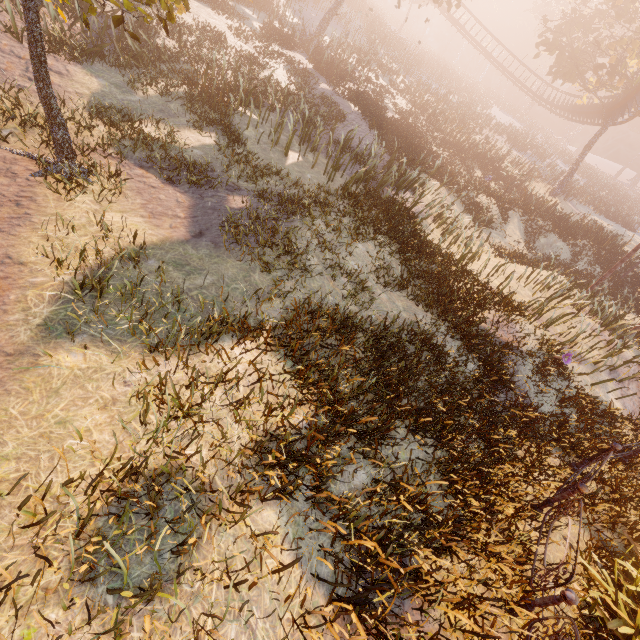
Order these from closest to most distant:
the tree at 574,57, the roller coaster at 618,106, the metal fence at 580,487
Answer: the metal fence at 580,487 → the tree at 574,57 → the roller coaster at 618,106

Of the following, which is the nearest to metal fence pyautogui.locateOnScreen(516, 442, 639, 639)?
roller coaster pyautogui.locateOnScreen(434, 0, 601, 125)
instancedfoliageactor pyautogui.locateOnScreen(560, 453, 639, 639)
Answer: instancedfoliageactor pyautogui.locateOnScreen(560, 453, 639, 639)

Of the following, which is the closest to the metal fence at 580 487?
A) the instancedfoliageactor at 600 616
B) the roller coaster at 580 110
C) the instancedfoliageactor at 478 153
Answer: the instancedfoliageactor at 600 616

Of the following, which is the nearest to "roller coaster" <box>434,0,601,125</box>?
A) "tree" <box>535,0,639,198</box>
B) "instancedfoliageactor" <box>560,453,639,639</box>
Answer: "tree" <box>535,0,639,198</box>

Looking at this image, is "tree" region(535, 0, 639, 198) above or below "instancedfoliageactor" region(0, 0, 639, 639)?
above

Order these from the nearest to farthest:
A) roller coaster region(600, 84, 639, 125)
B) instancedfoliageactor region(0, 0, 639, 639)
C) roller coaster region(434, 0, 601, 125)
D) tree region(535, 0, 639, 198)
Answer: instancedfoliageactor region(0, 0, 639, 639) < tree region(535, 0, 639, 198) < roller coaster region(600, 84, 639, 125) < roller coaster region(434, 0, 601, 125)

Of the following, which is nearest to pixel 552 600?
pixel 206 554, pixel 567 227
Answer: pixel 206 554

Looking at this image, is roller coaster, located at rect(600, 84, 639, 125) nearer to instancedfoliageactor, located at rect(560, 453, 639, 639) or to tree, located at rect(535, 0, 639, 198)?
tree, located at rect(535, 0, 639, 198)
